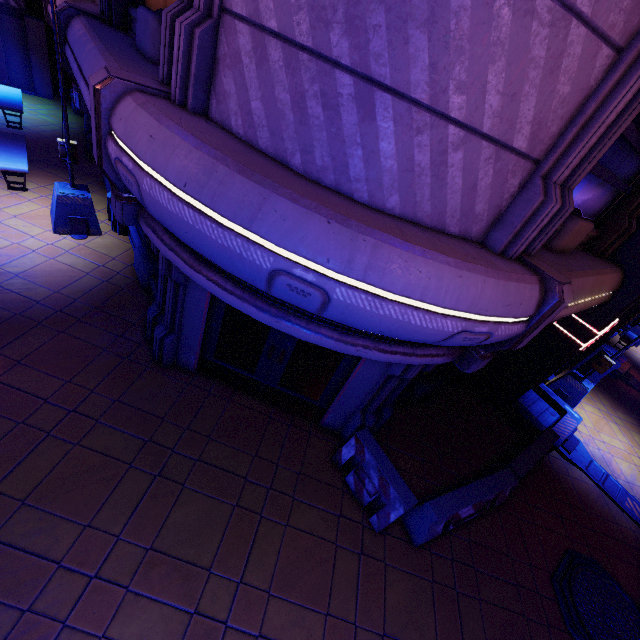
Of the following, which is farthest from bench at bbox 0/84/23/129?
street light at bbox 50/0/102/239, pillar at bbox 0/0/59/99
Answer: street light at bbox 50/0/102/239

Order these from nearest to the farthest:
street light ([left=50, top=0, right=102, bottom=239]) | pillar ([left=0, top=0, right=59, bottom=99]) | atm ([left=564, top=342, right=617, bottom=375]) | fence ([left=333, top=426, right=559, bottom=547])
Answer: fence ([left=333, top=426, right=559, bottom=547]), street light ([left=50, top=0, right=102, bottom=239]), atm ([left=564, top=342, right=617, bottom=375]), pillar ([left=0, top=0, right=59, bottom=99])

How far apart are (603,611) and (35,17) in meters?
25.9 m

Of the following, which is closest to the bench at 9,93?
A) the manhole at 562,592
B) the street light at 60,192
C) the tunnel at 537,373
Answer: the street light at 60,192

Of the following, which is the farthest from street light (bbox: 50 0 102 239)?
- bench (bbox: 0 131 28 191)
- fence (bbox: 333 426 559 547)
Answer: fence (bbox: 333 426 559 547)

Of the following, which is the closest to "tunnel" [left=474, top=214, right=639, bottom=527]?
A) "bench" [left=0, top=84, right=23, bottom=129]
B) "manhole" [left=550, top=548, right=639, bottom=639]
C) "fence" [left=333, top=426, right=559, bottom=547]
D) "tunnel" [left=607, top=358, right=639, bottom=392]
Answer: "fence" [left=333, top=426, right=559, bottom=547]

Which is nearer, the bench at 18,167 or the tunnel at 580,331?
the tunnel at 580,331

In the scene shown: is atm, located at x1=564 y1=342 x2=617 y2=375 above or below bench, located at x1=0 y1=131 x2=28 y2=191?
above
